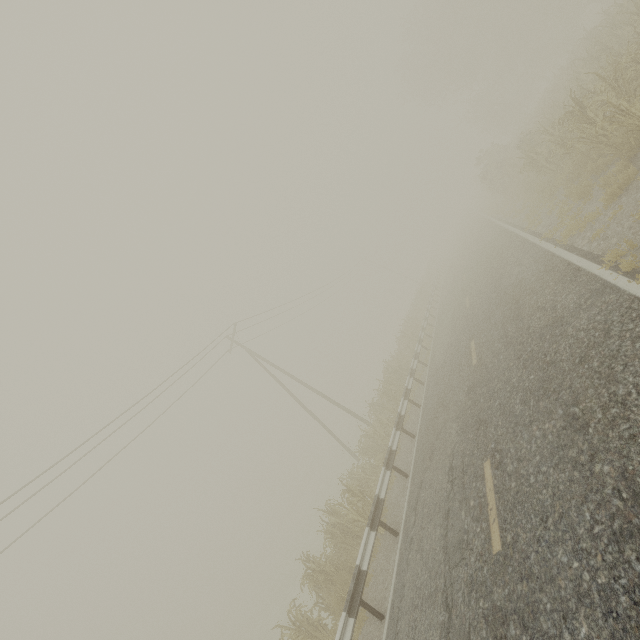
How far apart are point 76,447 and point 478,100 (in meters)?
47.34

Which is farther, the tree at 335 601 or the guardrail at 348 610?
the tree at 335 601

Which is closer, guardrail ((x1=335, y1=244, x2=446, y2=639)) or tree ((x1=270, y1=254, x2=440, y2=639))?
guardrail ((x1=335, y1=244, x2=446, y2=639))
